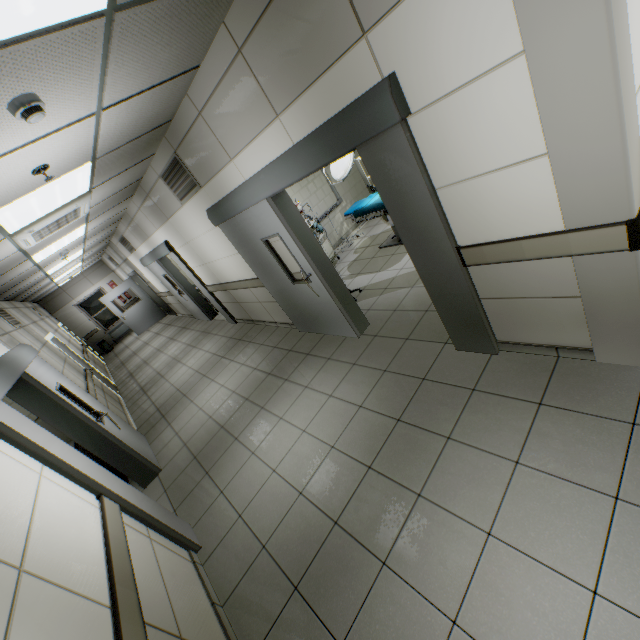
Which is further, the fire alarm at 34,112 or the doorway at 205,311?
the doorway at 205,311

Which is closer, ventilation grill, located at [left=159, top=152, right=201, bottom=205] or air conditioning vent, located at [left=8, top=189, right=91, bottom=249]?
air conditioning vent, located at [left=8, top=189, right=91, bottom=249]

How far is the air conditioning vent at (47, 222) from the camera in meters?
3.6 m

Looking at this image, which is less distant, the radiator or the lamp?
the lamp

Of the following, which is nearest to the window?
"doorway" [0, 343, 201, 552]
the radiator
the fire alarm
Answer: the radiator

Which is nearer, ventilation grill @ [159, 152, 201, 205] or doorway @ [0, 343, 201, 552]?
doorway @ [0, 343, 201, 552]

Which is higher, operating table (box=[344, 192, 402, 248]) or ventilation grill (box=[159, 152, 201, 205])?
ventilation grill (box=[159, 152, 201, 205])

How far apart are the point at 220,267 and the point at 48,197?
2.8m
